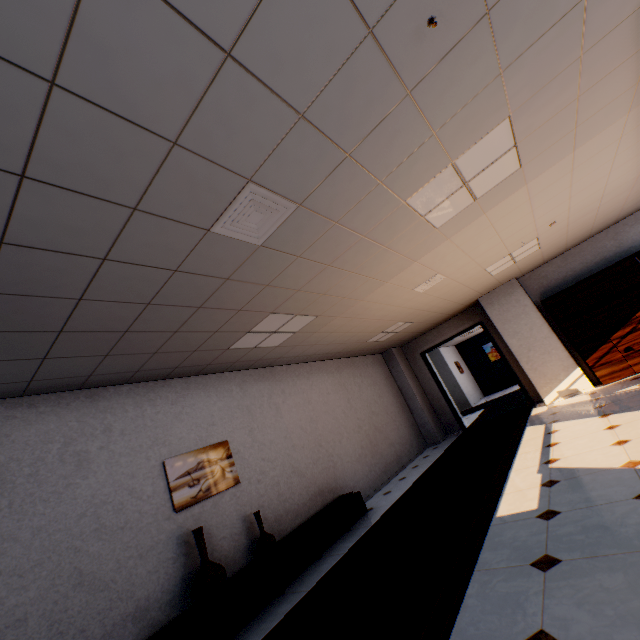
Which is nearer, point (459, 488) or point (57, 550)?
point (57, 550)

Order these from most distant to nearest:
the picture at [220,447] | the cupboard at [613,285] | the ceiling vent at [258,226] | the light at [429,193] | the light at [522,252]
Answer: the cupboard at [613,285] → the light at [522,252] → the picture at [220,447] → the light at [429,193] → the ceiling vent at [258,226]

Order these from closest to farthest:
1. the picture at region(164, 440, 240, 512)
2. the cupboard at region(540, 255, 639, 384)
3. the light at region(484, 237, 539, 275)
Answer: the picture at region(164, 440, 240, 512)
the light at region(484, 237, 539, 275)
the cupboard at region(540, 255, 639, 384)

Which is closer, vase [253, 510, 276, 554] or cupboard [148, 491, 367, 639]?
cupboard [148, 491, 367, 639]

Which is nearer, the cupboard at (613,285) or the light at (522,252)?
the light at (522,252)

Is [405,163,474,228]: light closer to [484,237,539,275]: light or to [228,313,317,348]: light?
[228,313,317,348]: light

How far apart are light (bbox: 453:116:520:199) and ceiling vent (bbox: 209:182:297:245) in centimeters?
125cm

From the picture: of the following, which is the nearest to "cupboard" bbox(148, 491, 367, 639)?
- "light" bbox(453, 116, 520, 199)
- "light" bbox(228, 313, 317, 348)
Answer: "light" bbox(228, 313, 317, 348)
